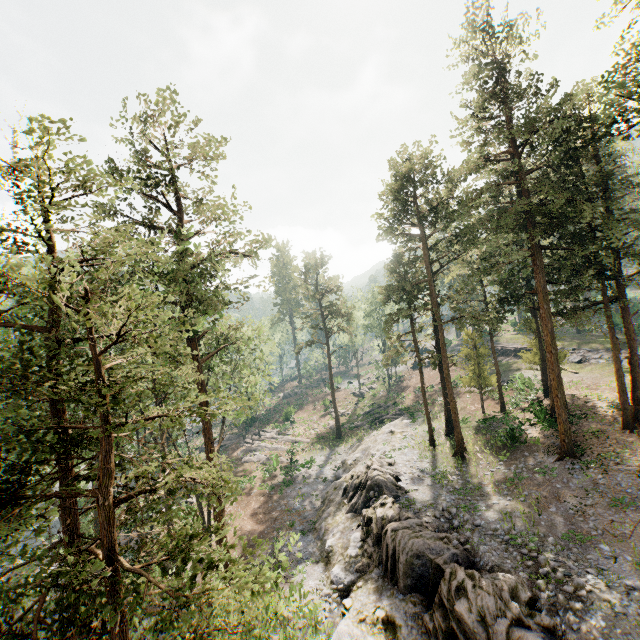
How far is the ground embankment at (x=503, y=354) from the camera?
46.2 meters

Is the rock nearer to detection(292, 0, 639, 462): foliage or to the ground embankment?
detection(292, 0, 639, 462): foliage

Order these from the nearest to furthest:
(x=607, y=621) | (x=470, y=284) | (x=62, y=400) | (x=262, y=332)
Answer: (x=62, y=400)
(x=607, y=621)
(x=470, y=284)
(x=262, y=332)

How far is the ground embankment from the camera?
46.2 meters

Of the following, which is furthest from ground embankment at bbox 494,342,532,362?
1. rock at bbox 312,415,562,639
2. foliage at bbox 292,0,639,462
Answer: rock at bbox 312,415,562,639

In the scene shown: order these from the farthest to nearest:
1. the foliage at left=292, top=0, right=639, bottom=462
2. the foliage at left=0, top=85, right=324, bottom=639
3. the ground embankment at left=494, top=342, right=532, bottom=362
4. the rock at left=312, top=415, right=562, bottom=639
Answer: the ground embankment at left=494, top=342, right=532, bottom=362, the foliage at left=292, top=0, right=639, bottom=462, the rock at left=312, top=415, right=562, bottom=639, the foliage at left=0, top=85, right=324, bottom=639

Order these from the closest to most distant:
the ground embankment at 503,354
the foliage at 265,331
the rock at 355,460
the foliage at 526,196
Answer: the foliage at 265,331, the rock at 355,460, the foliage at 526,196, the ground embankment at 503,354
